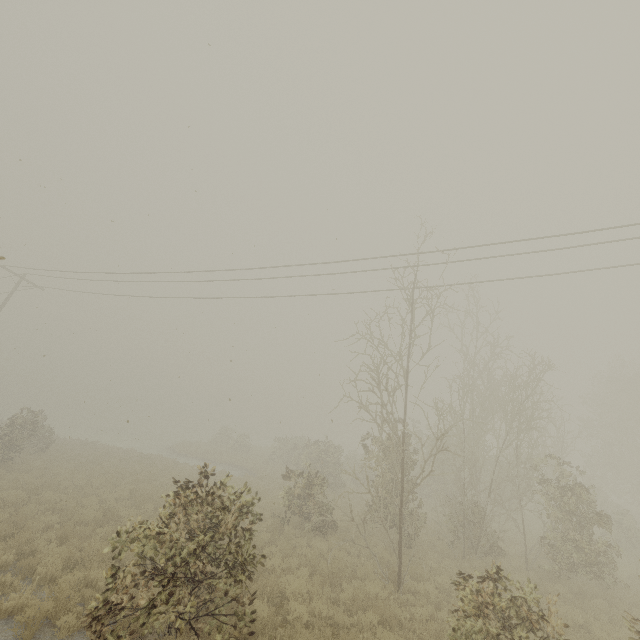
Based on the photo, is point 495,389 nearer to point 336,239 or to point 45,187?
point 336,239

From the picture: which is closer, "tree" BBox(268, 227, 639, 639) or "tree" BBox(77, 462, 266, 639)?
"tree" BBox(77, 462, 266, 639)

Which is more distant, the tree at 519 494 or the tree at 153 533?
the tree at 519 494
